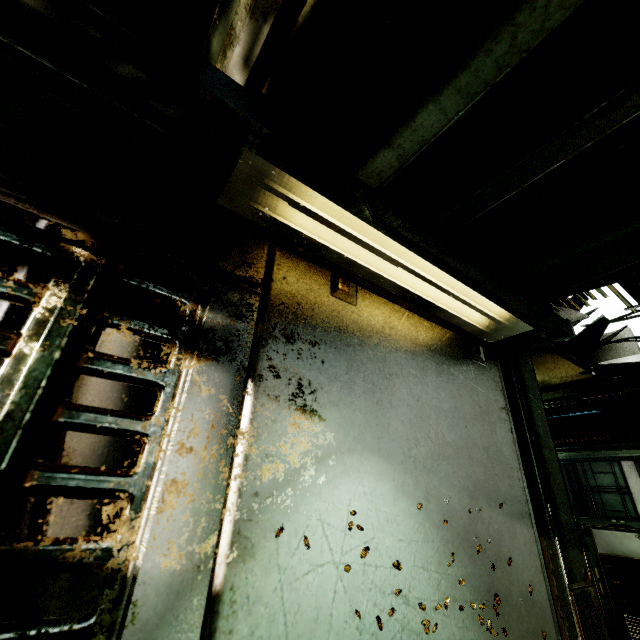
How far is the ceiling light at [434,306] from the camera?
0.85m

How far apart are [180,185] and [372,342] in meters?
0.9

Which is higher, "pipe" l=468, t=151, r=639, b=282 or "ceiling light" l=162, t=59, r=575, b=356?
"pipe" l=468, t=151, r=639, b=282

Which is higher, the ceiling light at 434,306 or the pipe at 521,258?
the pipe at 521,258

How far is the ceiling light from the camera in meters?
0.9 m

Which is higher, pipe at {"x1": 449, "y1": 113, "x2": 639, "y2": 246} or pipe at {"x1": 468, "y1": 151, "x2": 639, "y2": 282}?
pipe at {"x1": 468, "y1": 151, "x2": 639, "y2": 282}
